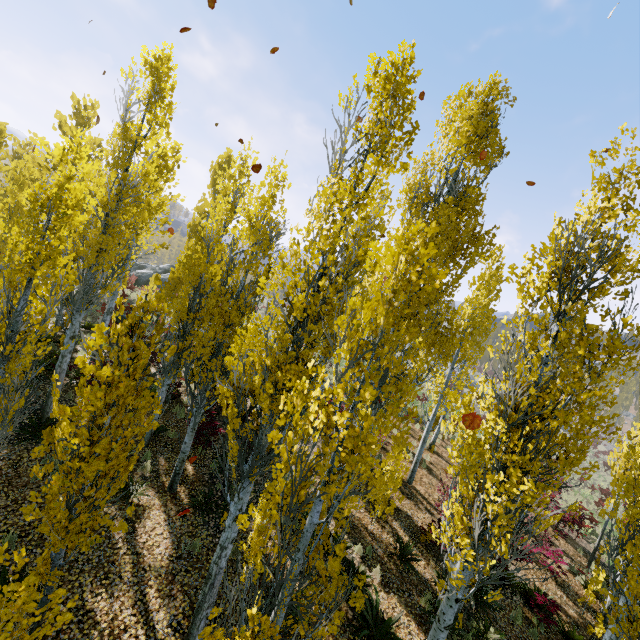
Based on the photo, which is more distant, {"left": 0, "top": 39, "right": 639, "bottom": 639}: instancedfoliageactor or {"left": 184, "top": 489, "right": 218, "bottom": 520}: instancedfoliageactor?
{"left": 184, "top": 489, "right": 218, "bottom": 520}: instancedfoliageactor

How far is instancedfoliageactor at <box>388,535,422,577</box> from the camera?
8.9 meters

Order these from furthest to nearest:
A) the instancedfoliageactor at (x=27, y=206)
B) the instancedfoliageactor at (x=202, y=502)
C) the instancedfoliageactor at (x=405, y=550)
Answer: the instancedfoliageactor at (x=405, y=550), the instancedfoliageactor at (x=202, y=502), the instancedfoliageactor at (x=27, y=206)

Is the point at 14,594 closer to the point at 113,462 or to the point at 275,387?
the point at 113,462

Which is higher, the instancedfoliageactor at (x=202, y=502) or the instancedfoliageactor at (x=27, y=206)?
the instancedfoliageactor at (x=27, y=206)
